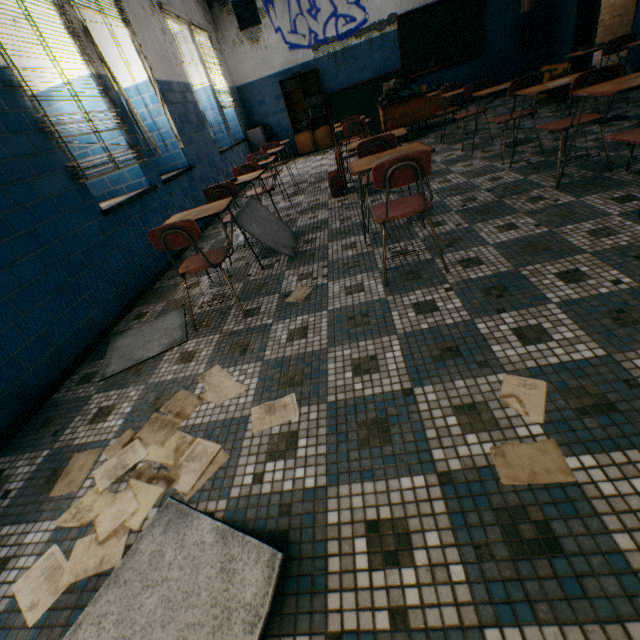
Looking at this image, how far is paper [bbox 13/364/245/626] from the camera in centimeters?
119cm

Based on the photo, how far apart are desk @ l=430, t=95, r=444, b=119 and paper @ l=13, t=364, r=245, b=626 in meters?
6.8

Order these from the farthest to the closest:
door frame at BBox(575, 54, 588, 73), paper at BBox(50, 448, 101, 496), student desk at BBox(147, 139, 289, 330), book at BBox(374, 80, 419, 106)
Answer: door frame at BBox(575, 54, 588, 73) → book at BBox(374, 80, 419, 106) → student desk at BBox(147, 139, 289, 330) → paper at BBox(50, 448, 101, 496)

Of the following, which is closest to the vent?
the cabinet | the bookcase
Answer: the bookcase

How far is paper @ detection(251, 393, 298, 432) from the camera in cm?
151

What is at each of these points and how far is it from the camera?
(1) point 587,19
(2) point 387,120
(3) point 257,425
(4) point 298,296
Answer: (1) door frame, 6.8 meters
(2) desk, 6.7 meters
(3) paper, 1.5 meters
(4) paper, 2.4 meters

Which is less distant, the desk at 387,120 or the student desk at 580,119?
the student desk at 580,119

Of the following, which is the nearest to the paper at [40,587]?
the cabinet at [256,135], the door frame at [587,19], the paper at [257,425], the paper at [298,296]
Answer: the paper at [257,425]
